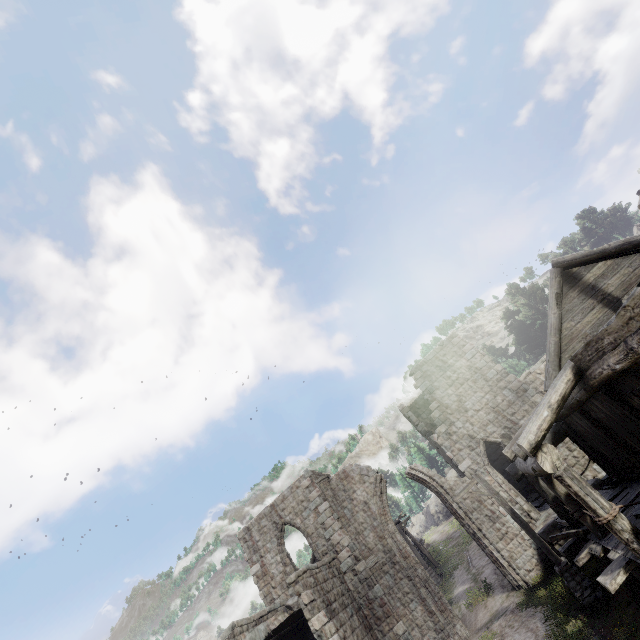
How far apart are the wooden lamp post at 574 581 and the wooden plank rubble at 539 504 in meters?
5.4 m

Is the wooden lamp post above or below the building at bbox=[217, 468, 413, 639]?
below

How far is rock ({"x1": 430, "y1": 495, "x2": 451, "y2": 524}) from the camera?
54.6m

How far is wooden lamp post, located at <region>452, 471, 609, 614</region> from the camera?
10.3 meters

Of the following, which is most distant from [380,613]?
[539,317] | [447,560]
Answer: [539,317]

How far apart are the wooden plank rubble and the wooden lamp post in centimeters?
536cm

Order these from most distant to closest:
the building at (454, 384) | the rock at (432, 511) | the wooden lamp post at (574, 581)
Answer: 1. the rock at (432, 511)
2. the wooden lamp post at (574, 581)
3. the building at (454, 384)
